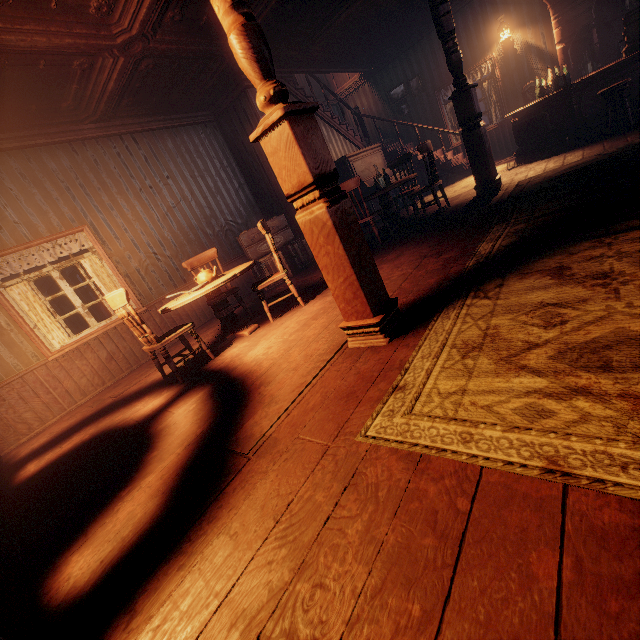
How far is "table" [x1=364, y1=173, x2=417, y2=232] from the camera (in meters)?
5.71

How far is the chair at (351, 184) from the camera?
5.42m

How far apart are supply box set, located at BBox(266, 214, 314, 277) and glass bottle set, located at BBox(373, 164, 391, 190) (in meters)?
1.87

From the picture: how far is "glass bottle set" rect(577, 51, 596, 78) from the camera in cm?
711

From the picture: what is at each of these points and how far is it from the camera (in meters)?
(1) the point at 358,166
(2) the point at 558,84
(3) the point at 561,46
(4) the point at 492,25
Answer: (1) piano, 8.22
(2) glass bottle set, 6.00
(3) bar shelf, 7.22
(4) building, 7.93

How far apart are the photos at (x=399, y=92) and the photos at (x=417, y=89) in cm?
13

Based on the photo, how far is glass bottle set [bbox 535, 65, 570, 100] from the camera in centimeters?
595cm

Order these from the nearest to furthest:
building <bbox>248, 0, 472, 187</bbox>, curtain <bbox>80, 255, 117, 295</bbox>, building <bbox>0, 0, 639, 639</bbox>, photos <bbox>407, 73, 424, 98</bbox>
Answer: building <bbox>0, 0, 639, 639</bbox> < curtain <bbox>80, 255, 117, 295</bbox> < building <bbox>248, 0, 472, 187</bbox> < photos <bbox>407, 73, 424, 98</bbox>
